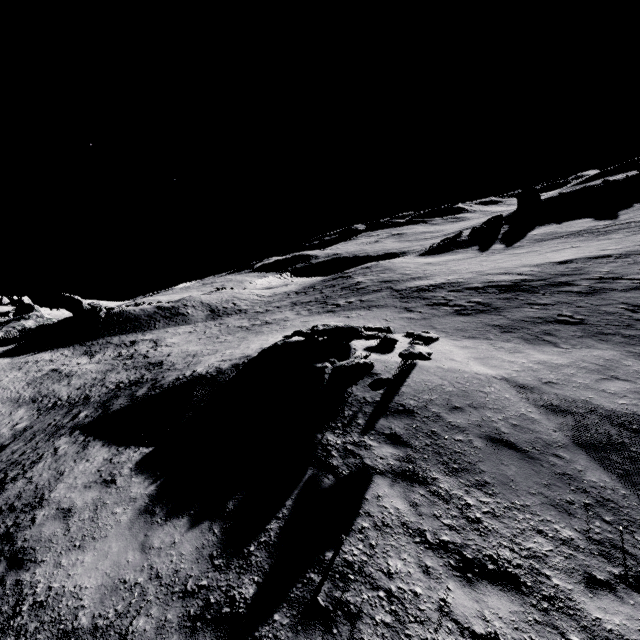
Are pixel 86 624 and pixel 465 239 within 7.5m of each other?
no

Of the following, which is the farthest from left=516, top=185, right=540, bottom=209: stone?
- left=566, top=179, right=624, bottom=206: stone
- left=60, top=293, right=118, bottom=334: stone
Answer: left=60, top=293, right=118, bottom=334: stone

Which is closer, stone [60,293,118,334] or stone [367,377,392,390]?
stone [367,377,392,390]

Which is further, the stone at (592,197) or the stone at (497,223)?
the stone at (497,223)

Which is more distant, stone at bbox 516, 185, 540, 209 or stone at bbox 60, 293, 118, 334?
stone at bbox 516, 185, 540, 209

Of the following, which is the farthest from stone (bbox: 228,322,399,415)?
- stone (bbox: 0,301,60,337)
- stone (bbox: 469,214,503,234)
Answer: stone (bbox: 0,301,60,337)

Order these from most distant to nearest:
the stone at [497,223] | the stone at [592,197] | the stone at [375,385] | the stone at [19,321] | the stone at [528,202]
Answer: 1. the stone at [528,202]
2. the stone at [497,223]
3. the stone at [592,197]
4. the stone at [19,321]
5. the stone at [375,385]

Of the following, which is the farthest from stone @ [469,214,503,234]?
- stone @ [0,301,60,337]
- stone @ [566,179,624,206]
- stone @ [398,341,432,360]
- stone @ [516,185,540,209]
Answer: stone @ [0,301,60,337]
